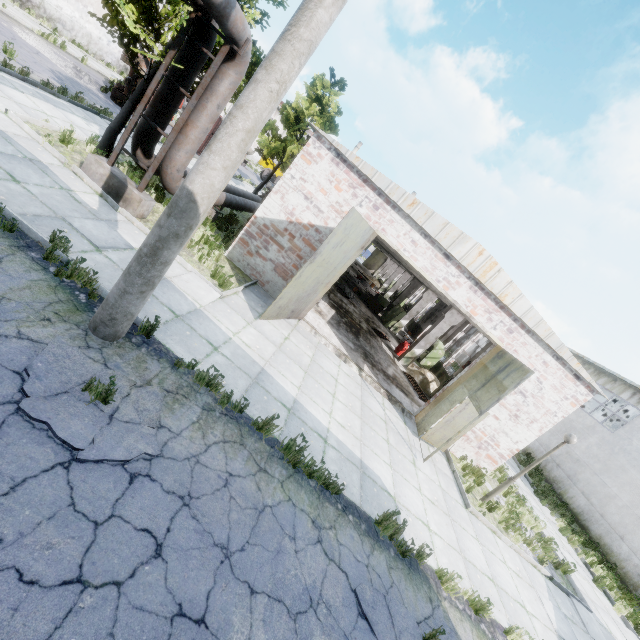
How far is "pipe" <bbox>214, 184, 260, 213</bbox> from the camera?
12.6 meters

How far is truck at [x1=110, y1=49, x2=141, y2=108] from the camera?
16.9 meters

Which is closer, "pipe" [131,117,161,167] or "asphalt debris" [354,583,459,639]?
"asphalt debris" [354,583,459,639]

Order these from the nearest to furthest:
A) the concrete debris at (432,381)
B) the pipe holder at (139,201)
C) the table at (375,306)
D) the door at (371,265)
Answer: the pipe holder at (139,201) < the concrete debris at (432,381) < the table at (375,306) < the door at (371,265)

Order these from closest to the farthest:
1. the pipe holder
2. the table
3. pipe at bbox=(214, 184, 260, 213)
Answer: the pipe holder
pipe at bbox=(214, 184, 260, 213)
the table

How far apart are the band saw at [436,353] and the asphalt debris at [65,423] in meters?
17.0 m

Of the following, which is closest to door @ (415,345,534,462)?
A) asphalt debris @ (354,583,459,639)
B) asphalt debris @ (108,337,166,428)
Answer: asphalt debris @ (354,583,459,639)

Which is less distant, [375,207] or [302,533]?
[302,533]
